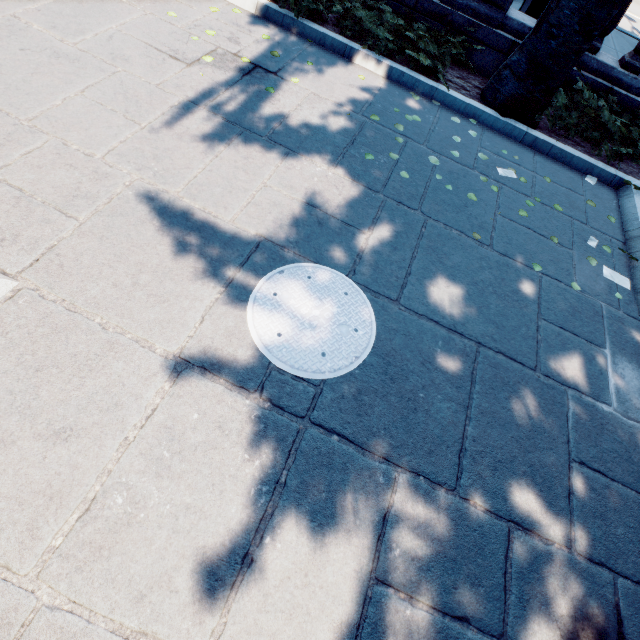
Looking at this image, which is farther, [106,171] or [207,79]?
[207,79]

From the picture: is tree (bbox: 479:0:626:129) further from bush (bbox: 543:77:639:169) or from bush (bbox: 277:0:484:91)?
bush (bbox: 277:0:484:91)

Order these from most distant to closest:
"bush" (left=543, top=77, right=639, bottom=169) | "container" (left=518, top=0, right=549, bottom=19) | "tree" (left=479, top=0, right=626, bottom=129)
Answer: "container" (left=518, top=0, right=549, bottom=19) → "bush" (left=543, top=77, right=639, bottom=169) → "tree" (left=479, top=0, right=626, bottom=129)

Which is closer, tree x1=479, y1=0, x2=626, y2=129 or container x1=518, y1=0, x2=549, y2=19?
tree x1=479, y1=0, x2=626, y2=129

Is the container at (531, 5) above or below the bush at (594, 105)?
above

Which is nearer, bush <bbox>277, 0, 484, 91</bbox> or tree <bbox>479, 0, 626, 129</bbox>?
tree <bbox>479, 0, 626, 129</bbox>

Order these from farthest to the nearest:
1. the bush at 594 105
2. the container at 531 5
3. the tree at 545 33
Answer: the container at 531 5 < the bush at 594 105 < the tree at 545 33

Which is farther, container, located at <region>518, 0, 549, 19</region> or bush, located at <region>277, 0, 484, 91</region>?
container, located at <region>518, 0, 549, 19</region>
